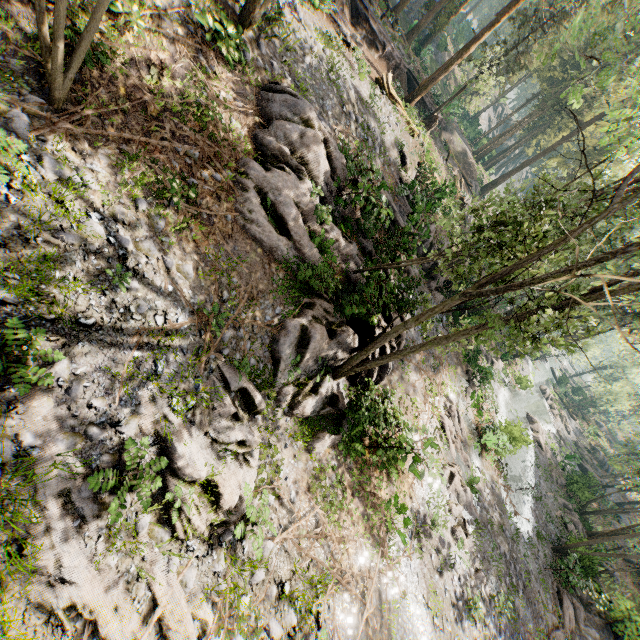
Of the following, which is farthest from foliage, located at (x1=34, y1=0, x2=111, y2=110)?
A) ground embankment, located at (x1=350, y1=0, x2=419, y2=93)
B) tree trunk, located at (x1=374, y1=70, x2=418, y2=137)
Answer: tree trunk, located at (x1=374, y1=70, x2=418, y2=137)

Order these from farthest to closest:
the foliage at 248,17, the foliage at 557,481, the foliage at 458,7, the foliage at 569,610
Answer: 1. the foliage at 557,481
2. the foliage at 458,7
3. the foliage at 569,610
4. the foliage at 248,17

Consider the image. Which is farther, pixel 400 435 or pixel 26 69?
pixel 400 435

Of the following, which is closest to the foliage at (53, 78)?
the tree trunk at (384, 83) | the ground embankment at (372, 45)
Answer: the ground embankment at (372, 45)

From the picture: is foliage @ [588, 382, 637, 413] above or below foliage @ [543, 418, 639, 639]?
above

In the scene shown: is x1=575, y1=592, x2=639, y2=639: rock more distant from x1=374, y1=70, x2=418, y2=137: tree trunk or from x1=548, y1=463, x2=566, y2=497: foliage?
x1=374, y1=70, x2=418, y2=137: tree trunk
